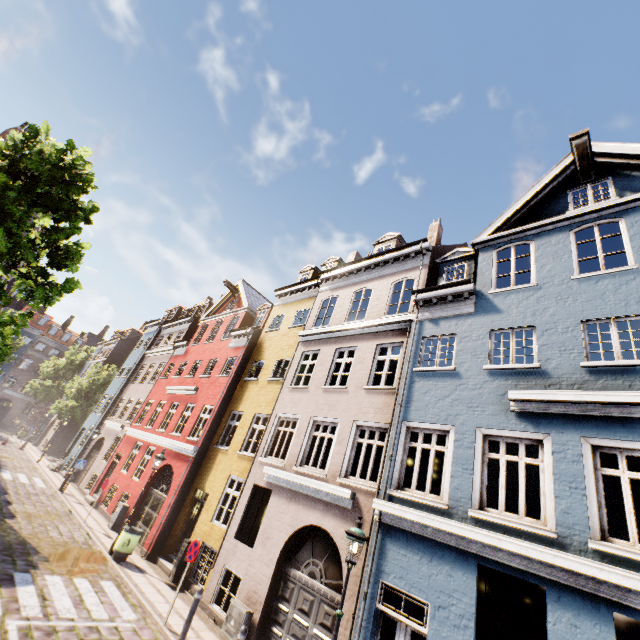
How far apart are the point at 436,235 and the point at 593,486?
12.1m

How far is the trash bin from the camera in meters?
11.7

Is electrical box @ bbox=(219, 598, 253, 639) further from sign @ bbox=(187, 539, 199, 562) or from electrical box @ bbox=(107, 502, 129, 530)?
electrical box @ bbox=(107, 502, 129, 530)

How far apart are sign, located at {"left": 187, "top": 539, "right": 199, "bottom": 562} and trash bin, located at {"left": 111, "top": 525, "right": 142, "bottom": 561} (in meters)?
4.27

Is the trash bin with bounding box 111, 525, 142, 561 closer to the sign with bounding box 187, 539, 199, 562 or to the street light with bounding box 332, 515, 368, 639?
the sign with bounding box 187, 539, 199, 562

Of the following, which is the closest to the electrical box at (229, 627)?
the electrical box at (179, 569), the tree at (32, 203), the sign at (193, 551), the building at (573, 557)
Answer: the building at (573, 557)

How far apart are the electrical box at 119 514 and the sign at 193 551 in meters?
8.9

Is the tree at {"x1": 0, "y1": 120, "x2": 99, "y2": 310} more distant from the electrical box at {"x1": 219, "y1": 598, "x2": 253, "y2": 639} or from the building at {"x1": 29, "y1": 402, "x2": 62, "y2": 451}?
the electrical box at {"x1": 219, "y1": 598, "x2": 253, "y2": 639}
